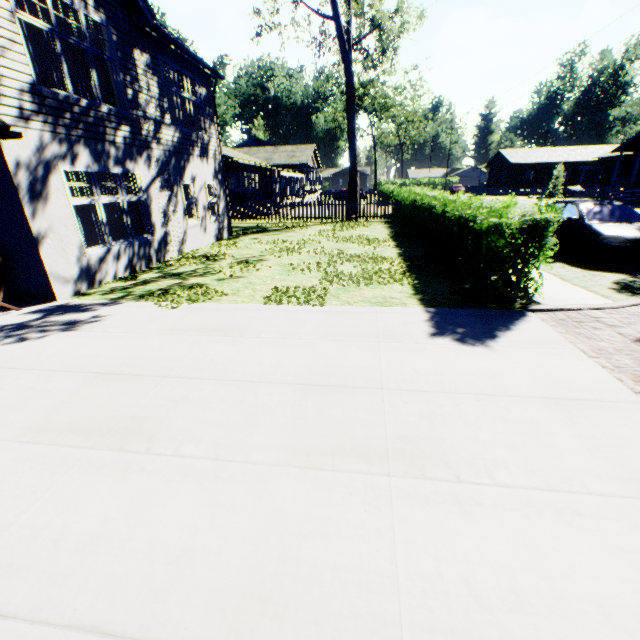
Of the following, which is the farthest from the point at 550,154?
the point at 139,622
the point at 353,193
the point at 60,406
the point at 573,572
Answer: the point at 139,622

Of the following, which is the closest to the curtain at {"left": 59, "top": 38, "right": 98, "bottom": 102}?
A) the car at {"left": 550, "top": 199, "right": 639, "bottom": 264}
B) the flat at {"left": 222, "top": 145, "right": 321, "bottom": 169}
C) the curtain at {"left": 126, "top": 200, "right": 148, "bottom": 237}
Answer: the curtain at {"left": 126, "top": 200, "right": 148, "bottom": 237}

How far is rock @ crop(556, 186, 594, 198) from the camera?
37.88m

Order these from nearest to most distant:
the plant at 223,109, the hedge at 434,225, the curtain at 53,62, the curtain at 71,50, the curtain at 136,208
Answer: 1. the hedge at 434,225
2. the curtain at 53,62
3. the curtain at 71,50
4. the curtain at 136,208
5. the plant at 223,109

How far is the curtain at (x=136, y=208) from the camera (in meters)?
9.86

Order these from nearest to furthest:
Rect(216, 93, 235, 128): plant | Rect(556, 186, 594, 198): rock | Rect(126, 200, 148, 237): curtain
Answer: Rect(126, 200, 148, 237): curtain < Rect(556, 186, 594, 198): rock < Rect(216, 93, 235, 128): plant

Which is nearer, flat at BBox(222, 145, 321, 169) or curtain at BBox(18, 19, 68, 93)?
curtain at BBox(18, 19, 68, 93)

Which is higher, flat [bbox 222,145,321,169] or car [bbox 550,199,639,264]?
flat [bbox 222,145,321,169]
